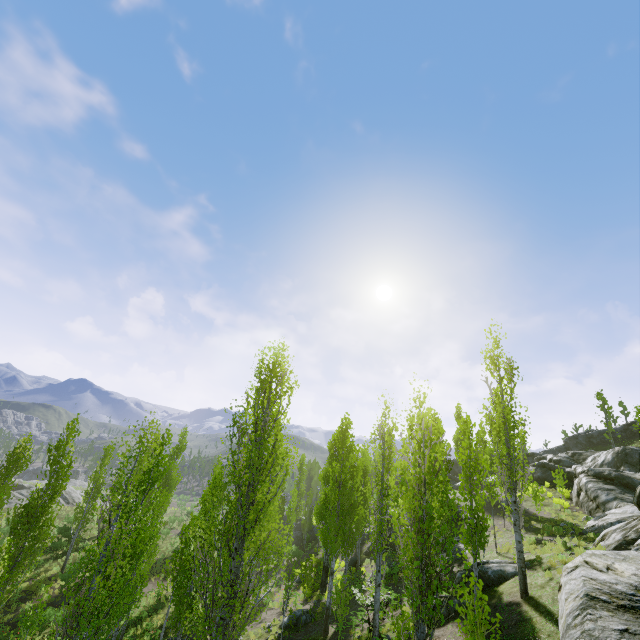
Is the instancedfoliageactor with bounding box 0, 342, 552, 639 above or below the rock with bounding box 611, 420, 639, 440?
below

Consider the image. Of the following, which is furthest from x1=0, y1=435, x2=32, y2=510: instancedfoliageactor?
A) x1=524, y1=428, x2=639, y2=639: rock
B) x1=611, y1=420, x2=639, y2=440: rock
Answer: x1=611, y1=420, x2=639, y2=440: rock

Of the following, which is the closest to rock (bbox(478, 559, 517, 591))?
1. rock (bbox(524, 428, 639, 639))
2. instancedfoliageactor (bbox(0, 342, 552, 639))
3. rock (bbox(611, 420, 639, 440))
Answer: rock (bbox(524, 428, 639, 639))

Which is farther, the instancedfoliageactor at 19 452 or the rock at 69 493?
the rock at 69 493

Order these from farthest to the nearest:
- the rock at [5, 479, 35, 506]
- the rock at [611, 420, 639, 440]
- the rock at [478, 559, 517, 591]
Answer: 1. the rock at [611, 420, 639, 440]
2. the rock at [5, 479, 35, 506]
3. the rock at [478, 559, 517, 591]

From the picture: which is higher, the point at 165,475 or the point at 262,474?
the point at 262,474

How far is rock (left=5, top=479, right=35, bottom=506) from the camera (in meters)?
41.20

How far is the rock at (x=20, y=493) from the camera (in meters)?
41.20
